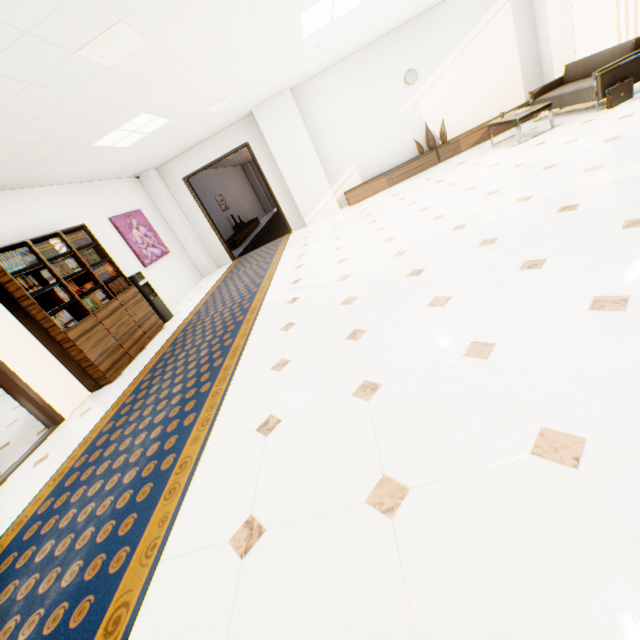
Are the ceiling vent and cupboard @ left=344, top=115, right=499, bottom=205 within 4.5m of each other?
no

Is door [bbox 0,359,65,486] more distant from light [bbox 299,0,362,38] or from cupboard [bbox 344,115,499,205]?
cupboard [bbox 344,115,499,205]

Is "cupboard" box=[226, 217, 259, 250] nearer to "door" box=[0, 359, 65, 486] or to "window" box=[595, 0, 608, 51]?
"door" box=[0, 359, 65, 486]

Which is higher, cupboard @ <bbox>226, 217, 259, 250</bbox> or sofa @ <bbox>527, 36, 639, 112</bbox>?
sofa @ <bbox>527, 36, 639, 112</bbox>

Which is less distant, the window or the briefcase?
the briefcase

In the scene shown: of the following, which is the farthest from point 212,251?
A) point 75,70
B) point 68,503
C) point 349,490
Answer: point 349,490

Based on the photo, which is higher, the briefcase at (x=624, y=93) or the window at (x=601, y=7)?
the window at (x=601, y=7)

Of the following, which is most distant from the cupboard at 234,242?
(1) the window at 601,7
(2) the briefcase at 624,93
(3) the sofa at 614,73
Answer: (1) the window at 601,7
